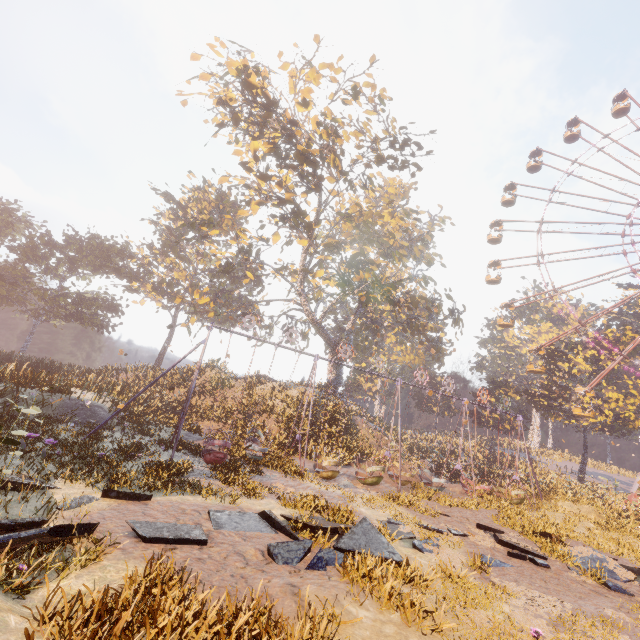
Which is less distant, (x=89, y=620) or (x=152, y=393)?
(x=89, y=620)

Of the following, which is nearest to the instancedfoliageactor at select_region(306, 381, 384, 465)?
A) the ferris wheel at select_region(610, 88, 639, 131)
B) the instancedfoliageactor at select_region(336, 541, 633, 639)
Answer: the instancedfoliageactor at select_region(336, 541, 633, 639)

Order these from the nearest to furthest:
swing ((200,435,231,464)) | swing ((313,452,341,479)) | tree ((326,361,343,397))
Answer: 1. swing ((200,435,231,464))
2. swing ((313,452,341,479))
3. tree ((326,361,343,397))

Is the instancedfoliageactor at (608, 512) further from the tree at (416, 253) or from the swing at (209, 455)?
the tree at (416, 253)

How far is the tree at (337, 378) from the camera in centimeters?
3497cm

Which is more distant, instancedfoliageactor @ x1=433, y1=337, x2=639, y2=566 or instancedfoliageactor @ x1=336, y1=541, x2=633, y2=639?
instancedfoliageactor @ x1=433, y1=337, x2=639, y2=566

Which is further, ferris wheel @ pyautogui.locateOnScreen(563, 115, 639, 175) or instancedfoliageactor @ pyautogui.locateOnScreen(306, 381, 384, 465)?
ferris wheel @ pyautogui.locateOnScreen(563, 115, 639, 175)

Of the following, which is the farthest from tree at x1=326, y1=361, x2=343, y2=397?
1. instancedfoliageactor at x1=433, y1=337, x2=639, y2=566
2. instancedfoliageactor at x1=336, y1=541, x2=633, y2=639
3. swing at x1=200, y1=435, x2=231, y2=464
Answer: instancedfoliageactor at x1=336, y1=541, x2=633, y2=639
